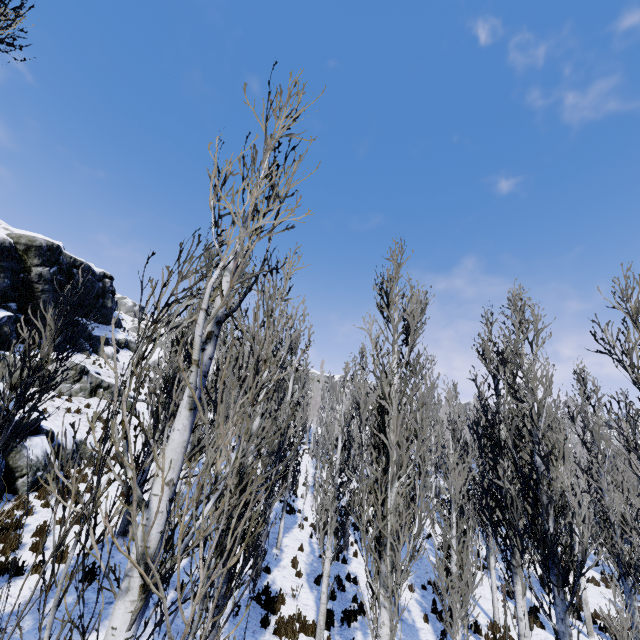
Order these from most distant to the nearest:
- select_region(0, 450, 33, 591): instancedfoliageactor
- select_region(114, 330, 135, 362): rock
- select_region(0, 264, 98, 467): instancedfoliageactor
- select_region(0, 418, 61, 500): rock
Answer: select_region(114, 330, 135, 362): rock → select_region(0, 418, 61, 500): rock → select_region(0, 264, 98, 467): instancedfoliageactor → select_region(0, 450, 33, 591): instancedfoliageactor

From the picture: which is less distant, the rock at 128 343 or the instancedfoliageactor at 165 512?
the instancedfoliageactor at 165 512

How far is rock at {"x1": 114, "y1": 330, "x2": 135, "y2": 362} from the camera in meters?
32.2

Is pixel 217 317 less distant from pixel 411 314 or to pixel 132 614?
pixel 132 614

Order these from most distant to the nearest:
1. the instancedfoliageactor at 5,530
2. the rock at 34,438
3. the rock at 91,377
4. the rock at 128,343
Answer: the rock at 128,343, the rock at 91,377, the rock at 34,438, the instancedfoliageactor at 5,530

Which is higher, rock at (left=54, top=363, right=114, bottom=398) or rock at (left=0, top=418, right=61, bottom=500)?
rock at (left=54, top=363, right=114, bottom=398)

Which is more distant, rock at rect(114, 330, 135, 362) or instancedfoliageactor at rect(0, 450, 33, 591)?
rock at rect(114, 330, 135, 362)
